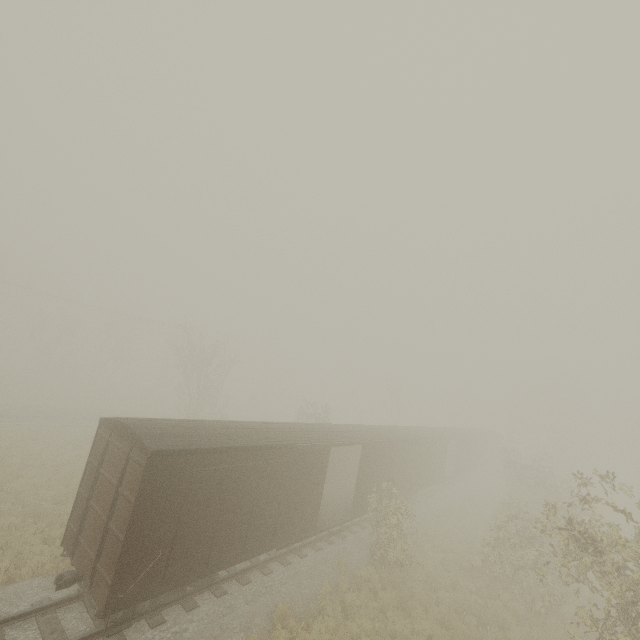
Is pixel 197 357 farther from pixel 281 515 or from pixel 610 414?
pixel 610 414
